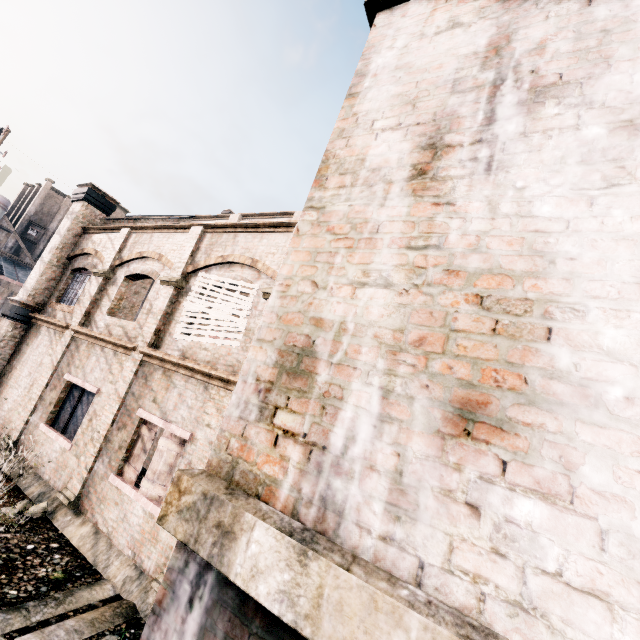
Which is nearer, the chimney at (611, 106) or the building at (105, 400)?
the chimney at (611, 106)

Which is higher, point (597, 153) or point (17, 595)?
point (597, 153)

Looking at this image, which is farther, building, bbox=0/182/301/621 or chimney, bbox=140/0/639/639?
building, bbox=0/182/301/621
